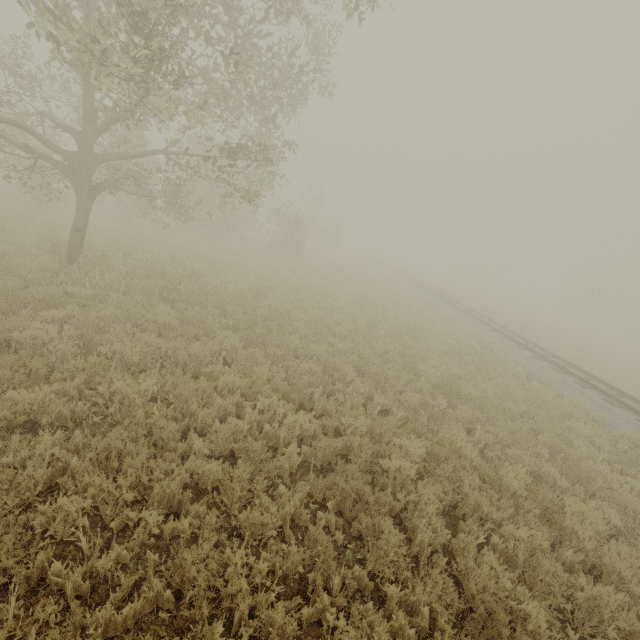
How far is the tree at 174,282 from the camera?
8.97m

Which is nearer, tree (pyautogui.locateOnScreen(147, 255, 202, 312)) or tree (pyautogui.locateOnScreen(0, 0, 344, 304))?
tree (pyautogui.locateOnScreen(0, 0, 344, 304))

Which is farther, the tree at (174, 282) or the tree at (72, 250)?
the tree at (174, 282)

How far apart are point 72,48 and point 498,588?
14.3 meters

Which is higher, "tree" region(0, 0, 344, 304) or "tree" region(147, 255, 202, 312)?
"tree" region(0, 0, 344, 304)

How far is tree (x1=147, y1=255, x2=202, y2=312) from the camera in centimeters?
897cm
